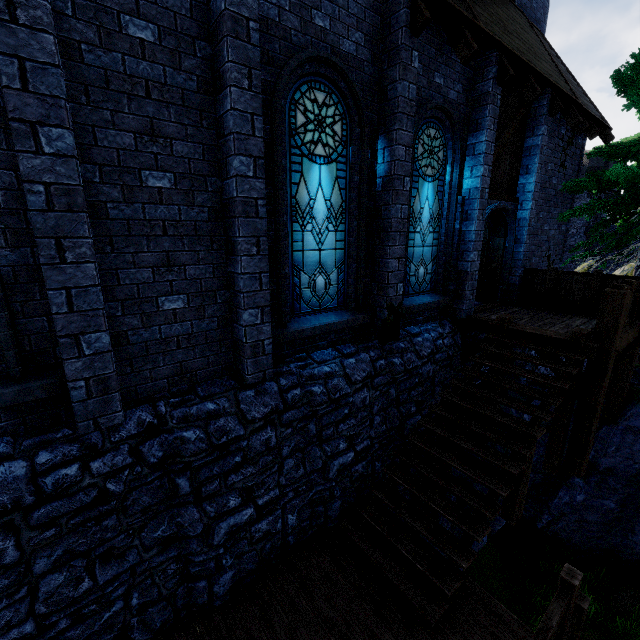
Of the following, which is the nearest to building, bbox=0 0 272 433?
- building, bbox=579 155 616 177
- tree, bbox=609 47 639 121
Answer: tree, bbox=609 47 639 121

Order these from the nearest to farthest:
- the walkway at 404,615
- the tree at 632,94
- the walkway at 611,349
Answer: the walkway at 404,615 → the walkway at 611,349 → the tree at 632,94

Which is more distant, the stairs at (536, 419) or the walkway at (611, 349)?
the walkway at (611, 349)

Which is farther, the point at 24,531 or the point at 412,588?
the point at 412,588

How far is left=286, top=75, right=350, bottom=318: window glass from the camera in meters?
4.9

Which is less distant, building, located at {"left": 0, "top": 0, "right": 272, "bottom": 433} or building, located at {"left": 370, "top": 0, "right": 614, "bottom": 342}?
building, located at {"left": 0, "top": 0, "right": 272, "bottom": 433}

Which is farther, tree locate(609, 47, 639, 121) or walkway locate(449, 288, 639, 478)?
tree locate(609, 47, 639, 121)

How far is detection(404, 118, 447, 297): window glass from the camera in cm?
671
